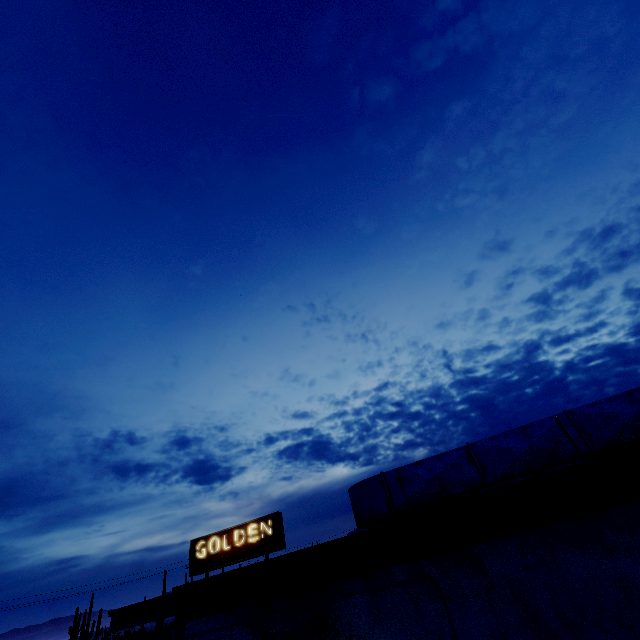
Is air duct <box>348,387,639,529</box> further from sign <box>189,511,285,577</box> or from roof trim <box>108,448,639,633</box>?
sign <box>189,511,285,577</box>

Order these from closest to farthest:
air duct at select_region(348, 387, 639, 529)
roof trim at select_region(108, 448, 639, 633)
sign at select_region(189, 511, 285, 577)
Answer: roof trim at select_region(108, 448, 639, 633) < air duct at select_region(348, 387, 639, 529) < sign at select_region(189, 511, 285, 577)

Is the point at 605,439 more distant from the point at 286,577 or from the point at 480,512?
the point at 286,577

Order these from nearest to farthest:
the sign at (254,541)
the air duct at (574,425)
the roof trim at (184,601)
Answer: the roof trim at (184,601) < the air duct at (574,425) < the sign at (254,541)

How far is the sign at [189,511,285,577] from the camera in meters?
15.3 m

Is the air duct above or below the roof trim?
above

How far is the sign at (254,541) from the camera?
15.3 meters

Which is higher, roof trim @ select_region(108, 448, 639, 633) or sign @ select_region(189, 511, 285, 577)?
sign @ select_region(189, 511, 285, 577)
